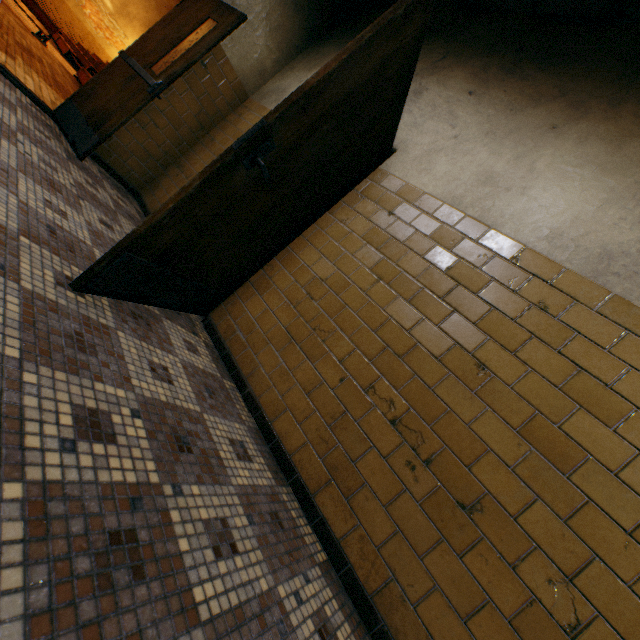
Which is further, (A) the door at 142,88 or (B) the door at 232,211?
(A) the door at 142,88

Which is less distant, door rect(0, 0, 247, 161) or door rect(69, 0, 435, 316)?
door rect(69, 0, 435, 316)

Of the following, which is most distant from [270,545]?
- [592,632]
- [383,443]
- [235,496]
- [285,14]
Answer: [285,14]
